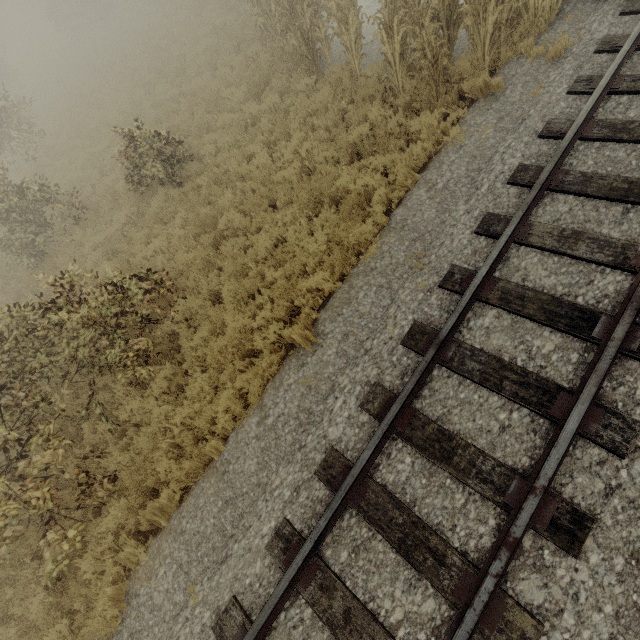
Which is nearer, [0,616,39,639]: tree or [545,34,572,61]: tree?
[0,616,39,639]: tree

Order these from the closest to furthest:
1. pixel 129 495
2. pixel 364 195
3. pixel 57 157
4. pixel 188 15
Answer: pixel 129 495, pixel 364 195, pixel 57 157, pixel 188 15

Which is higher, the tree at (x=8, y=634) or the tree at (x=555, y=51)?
the tree at (x=555, y=51)

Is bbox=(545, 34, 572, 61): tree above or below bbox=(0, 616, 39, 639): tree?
above

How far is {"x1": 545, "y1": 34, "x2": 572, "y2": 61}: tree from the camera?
5.94m

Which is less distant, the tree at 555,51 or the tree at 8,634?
the tree at 8,634
